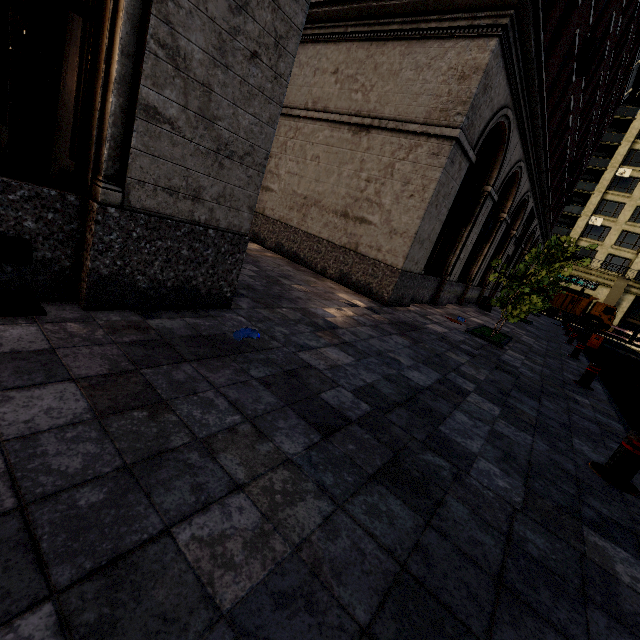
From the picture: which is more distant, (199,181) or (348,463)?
(199,181)

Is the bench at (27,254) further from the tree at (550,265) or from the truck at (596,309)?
the truck at (596,309)

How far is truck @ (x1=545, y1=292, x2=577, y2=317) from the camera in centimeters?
3427cm

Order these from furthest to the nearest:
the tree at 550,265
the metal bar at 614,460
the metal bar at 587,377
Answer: the tree at 550,265 → the metal bar at 587,377 → the metal bar at 614,460

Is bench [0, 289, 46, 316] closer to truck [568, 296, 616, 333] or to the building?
the building

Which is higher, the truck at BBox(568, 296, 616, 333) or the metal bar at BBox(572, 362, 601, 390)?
the truck at BBox(568, 296, 616, 333)

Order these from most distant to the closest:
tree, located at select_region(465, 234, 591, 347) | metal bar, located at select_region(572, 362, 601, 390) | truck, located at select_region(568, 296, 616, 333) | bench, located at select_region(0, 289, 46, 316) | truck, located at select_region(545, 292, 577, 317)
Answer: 1. truck, located at select_region(545, 292, 577, 317)
2. truck, located at select_region(568, 296, 616, 333)
3. tree, located at select_region(465, 234, 591, 347)
4. metal bar, located at select_region(572, 362, 601, 390)
5. bench, located at select_region(0, 289, 46, 316)

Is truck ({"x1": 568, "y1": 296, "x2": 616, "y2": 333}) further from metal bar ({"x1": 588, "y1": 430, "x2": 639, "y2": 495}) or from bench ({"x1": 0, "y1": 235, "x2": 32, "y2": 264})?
bench ({"x1": 0, "y1": 235, "x2": 32, "y2": 264})
